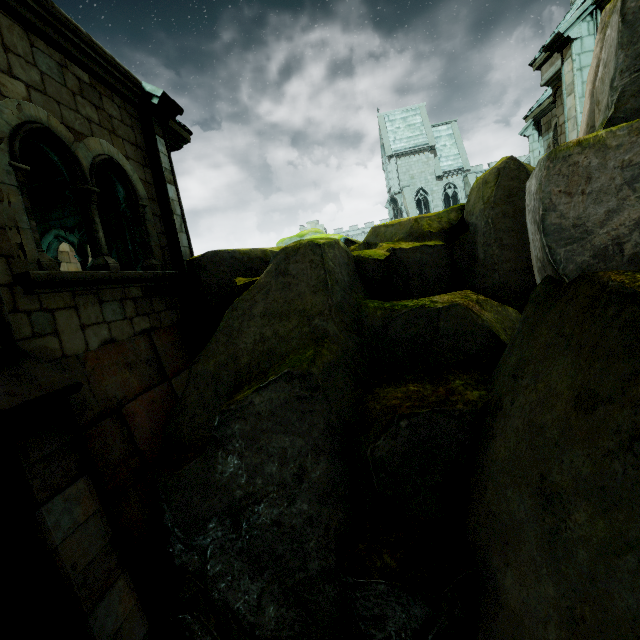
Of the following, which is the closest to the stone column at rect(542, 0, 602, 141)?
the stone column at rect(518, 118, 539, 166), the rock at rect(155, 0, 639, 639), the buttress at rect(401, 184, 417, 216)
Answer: the rock at rect(155, 0, 639, 639)

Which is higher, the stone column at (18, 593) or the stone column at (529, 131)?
the stone column at (529, 131)

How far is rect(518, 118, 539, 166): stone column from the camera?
14.5 meters

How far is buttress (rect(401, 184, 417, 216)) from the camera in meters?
34.5

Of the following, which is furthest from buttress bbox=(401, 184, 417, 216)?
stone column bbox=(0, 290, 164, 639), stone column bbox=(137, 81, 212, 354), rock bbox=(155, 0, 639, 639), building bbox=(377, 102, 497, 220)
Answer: stone column bbox=(0, 290, 164, 639)

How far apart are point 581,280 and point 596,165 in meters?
1.1

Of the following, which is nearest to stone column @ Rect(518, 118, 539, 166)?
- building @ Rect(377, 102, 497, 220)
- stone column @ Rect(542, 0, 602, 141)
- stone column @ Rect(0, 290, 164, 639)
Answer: stone column @ Rect(542, 0, 602, 141)

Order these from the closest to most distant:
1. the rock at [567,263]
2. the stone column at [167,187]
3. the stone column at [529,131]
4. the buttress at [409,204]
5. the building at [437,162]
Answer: the rock at [567,263] → the stone column at [167,187] → the stone column at [529,131] → the buttress at [409,204] → the building at [437,162]
